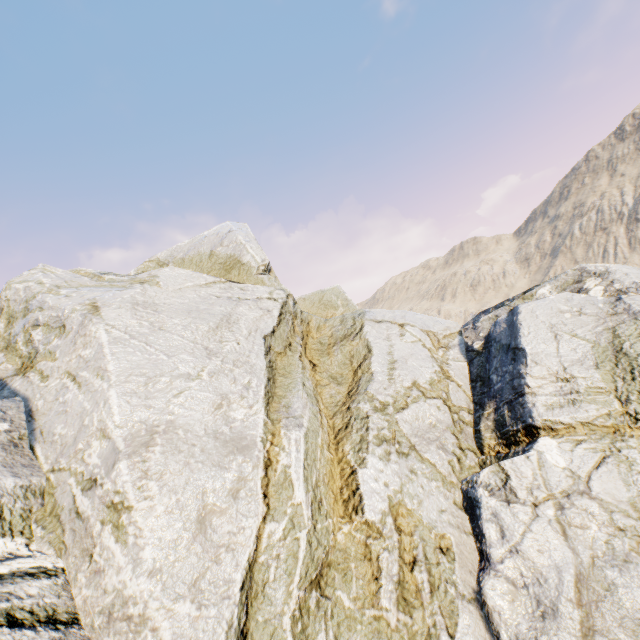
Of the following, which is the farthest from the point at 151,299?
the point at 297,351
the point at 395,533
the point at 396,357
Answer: the point at 395,533
